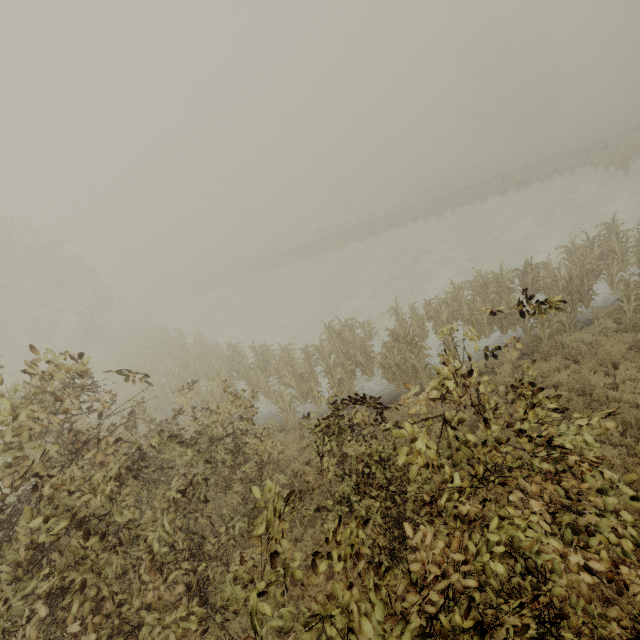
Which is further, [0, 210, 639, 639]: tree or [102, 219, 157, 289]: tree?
[102, 219, 157, 289]: tree

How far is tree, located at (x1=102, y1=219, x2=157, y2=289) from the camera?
56.38m

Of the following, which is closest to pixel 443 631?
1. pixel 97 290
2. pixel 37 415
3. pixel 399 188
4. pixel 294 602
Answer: pixel 37 415

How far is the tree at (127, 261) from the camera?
56.4 meters

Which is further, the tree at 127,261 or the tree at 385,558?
the tree at 127,261
